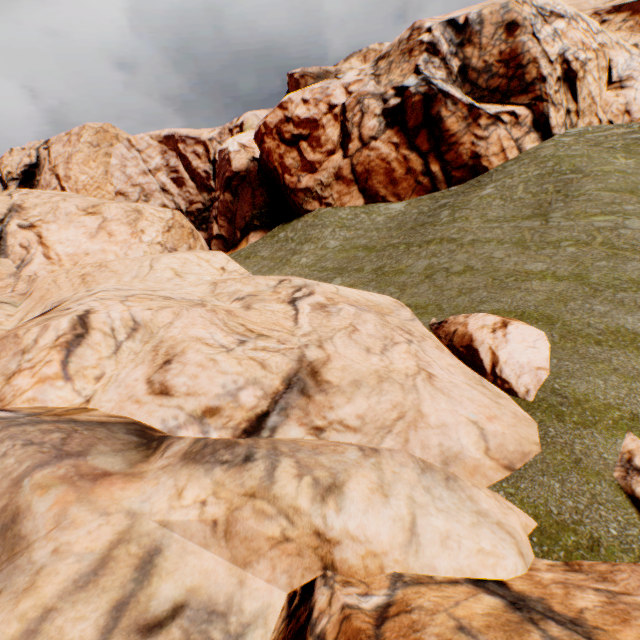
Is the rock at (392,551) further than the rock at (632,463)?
No

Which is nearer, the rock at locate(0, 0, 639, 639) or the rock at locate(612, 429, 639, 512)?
the rock at locate(0, 0, 639, 639)

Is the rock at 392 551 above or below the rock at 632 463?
above

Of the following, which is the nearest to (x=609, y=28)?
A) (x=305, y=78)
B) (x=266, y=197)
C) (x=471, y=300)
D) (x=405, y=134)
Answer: (x=405, y=134)

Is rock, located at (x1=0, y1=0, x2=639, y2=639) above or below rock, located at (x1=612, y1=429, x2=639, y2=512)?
above
